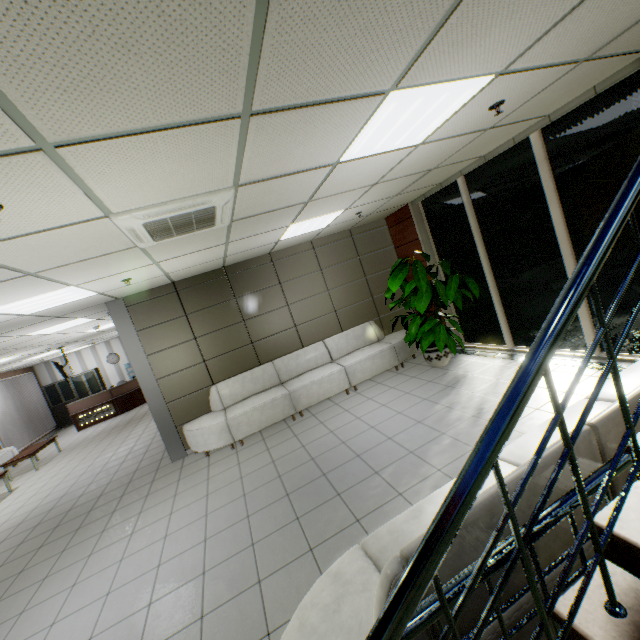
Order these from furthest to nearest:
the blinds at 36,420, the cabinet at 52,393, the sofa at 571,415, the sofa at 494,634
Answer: the cabinet at 52,393 < the blinds at 36,420 < the sofa at 571,415 < the sofa at 494,634

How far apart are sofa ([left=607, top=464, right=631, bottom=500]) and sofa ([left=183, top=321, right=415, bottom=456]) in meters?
4.0 m

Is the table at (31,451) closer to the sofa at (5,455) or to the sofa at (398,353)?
the sofa at (5,455)

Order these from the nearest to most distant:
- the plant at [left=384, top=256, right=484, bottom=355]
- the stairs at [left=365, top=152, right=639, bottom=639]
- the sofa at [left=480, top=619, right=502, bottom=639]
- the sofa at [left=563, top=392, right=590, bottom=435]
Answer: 1. the stairs at [left=365, top=152, right=639, bottom=639]
2. the sofa at [left=480, top=619, right=502, bottom=639]
3. the sofa at [left=563, top=392, right=590, bottom=435]
4. the plant at [left=384, top=256, right=484, bottom=355]

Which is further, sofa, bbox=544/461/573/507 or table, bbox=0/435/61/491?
table, bbox=0/435/61/491

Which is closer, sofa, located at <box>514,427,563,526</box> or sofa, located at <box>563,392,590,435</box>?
sofa, located at <box>514,427,563,526</box>

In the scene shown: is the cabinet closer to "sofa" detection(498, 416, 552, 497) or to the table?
the table

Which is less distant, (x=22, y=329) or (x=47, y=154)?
(x=47, y=154)
